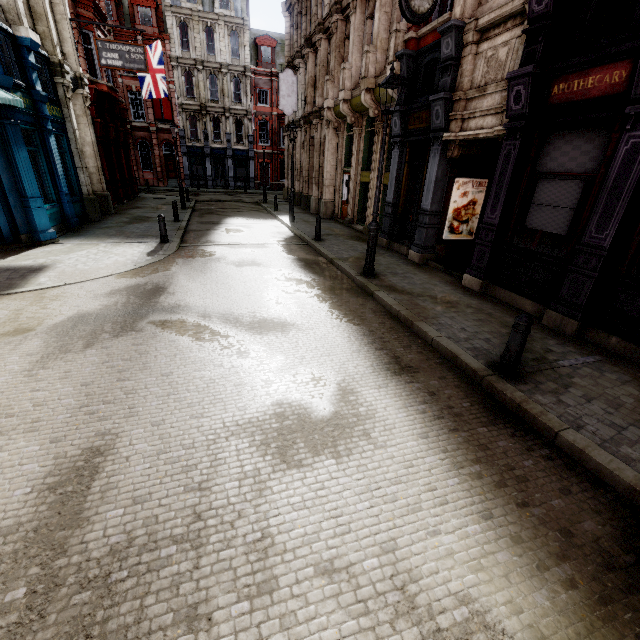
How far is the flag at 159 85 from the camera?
20.5 meters

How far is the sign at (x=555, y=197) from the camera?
6.29m

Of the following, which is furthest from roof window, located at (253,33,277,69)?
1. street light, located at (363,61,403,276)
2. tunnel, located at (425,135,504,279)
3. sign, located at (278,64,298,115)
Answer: street light, located at (363,61,403,276)

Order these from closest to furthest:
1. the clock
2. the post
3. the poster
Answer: the post < the clock < the poster

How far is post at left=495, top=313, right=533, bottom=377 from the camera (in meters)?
4.50

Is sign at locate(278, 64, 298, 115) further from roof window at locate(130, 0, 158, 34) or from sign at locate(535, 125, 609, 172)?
roof window at locate(130, 0, 158, 34)

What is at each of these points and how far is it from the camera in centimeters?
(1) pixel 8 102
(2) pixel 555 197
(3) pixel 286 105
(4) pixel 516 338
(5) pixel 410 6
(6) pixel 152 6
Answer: (1) awning, 795cm
(2) sign, 664cm
(3) sign, 2081cm
(4) post, 460cm
(5) clock, 779cm
(6) roof window, 3158cm

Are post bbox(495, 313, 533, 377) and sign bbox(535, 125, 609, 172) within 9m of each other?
yes
